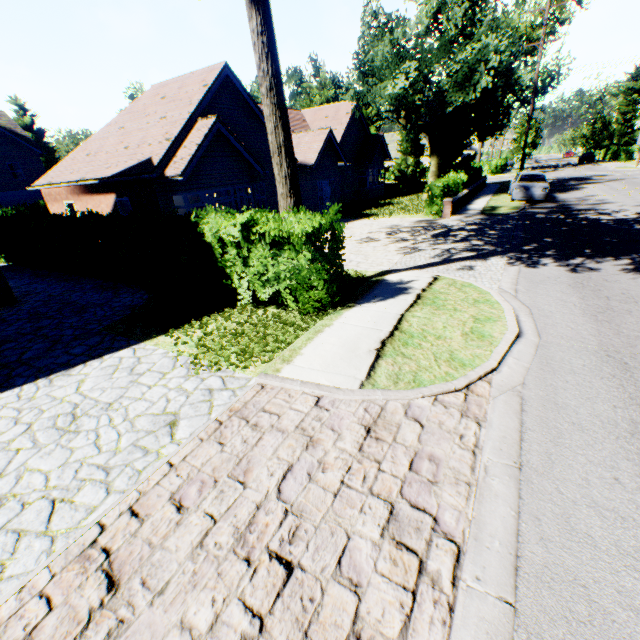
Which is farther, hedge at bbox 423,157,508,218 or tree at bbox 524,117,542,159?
tree at bbox 524,117,542,159

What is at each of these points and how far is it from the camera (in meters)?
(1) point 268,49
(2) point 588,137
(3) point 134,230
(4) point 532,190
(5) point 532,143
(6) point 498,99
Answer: (1) tree, 6.27
(2) tree, 55.03
(3) hedge, 8.88
(4) car, 19.08
(5) tree, 40.66
(6) tree, 18.97

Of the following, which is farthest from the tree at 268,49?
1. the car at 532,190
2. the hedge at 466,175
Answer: the car at 532,190

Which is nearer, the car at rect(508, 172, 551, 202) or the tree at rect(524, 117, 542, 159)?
the car at rect(508, 172, 551, 202)

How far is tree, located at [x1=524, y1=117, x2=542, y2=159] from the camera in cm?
4000

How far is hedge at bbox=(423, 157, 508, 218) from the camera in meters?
17.1

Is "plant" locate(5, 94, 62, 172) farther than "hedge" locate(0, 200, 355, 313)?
Yes

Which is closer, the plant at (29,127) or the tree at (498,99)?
the tree at (498,99)
